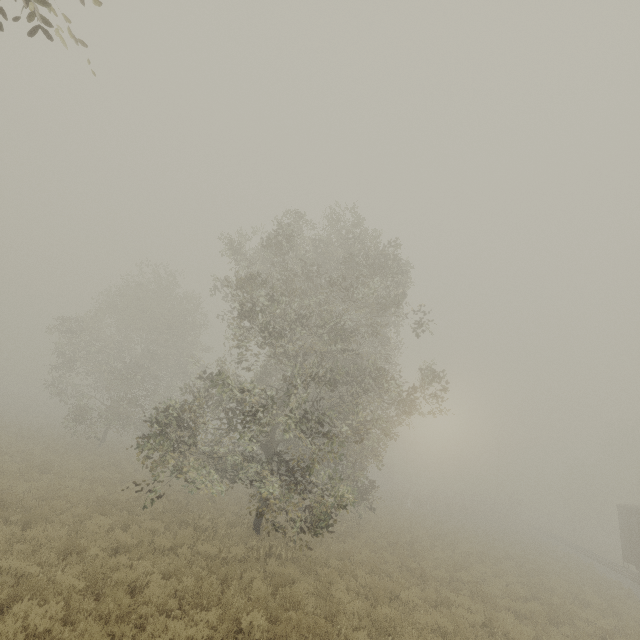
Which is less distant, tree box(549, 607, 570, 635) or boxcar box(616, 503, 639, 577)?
tree box(549, 607, 570, 635)

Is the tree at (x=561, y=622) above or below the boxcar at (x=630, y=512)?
below

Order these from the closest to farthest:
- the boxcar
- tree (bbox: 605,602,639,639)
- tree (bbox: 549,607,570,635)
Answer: tree (bbox: 549,607,570,635) → tree (bbox: 605,602,639,639) → the boxcar

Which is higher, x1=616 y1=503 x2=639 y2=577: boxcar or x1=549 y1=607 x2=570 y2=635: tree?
x1=616 y1=503 x2=639 y2=577: boxcar

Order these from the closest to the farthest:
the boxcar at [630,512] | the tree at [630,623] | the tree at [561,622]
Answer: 1. the tree at [561,622]
2. the tree at [630,623]
3. the boxcar at [630,512]

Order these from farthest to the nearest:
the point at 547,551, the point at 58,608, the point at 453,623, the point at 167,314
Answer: the point at 167,314
the point at 547,551
the point at 453,623
the point at 58,608
